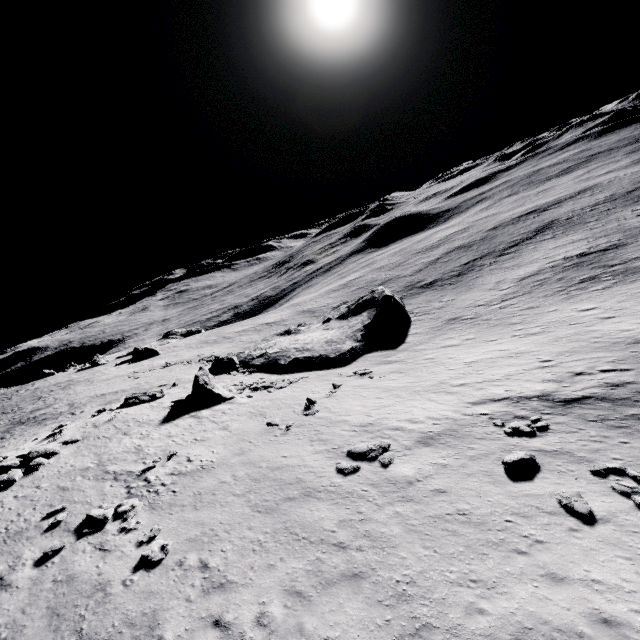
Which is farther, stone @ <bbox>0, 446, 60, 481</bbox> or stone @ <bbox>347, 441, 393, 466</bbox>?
stone @ <bbox>0, 446, 60, 481</bbox>

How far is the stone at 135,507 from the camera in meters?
13.0 m

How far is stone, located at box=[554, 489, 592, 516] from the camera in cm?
999

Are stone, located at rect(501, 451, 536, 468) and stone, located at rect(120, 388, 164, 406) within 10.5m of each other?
no

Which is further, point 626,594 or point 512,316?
point 512,316

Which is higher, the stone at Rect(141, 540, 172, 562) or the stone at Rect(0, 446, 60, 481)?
the stone at Rect(0, 446, 60, 481)

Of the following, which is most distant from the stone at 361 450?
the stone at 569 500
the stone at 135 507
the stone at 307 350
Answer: the stone at 307 350

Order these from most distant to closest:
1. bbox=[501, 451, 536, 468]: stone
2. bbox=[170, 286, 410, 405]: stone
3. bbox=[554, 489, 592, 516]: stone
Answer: bbox=[170, 286, 410, 405]: stone < bbox=[501, 451, 536, 468]: stone < bbox=[554, 489, 592, 516]: stone
